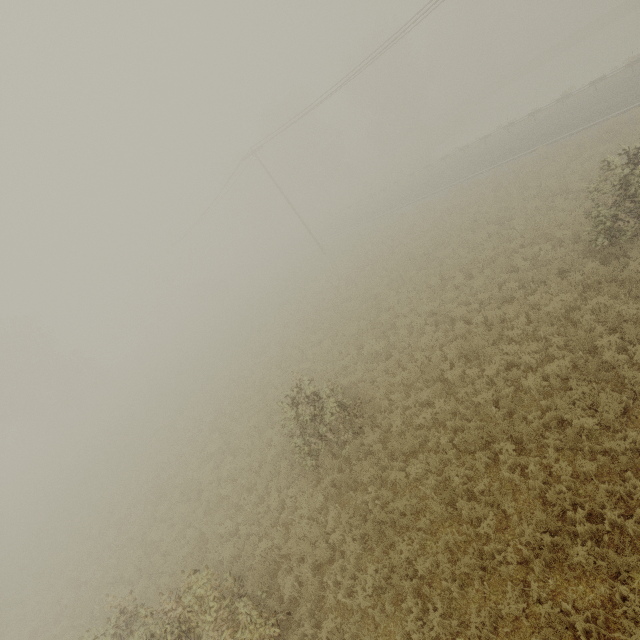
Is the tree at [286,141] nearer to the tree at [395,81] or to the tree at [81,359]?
the tree at [395,81]

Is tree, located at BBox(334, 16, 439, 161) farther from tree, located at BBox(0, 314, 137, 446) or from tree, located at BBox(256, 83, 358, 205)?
tree, located at BBox(0, 314, 137, 446)

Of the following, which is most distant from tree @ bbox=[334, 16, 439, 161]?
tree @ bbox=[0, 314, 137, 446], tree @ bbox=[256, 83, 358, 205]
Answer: tree @ bbox=[0, 314, 137, 446]

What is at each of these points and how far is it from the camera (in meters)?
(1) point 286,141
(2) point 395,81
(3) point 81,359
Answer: (1) tree, 50.34
(2) tree, 47.75
(3) tree, 42.03

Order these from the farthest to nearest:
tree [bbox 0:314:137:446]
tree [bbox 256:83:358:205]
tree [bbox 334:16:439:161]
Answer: tree [bbox 256:83:358:205] → tree [bbox 334:16:439:161] → tree [bbox 0:314:137:446]

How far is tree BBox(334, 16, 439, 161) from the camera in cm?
4375

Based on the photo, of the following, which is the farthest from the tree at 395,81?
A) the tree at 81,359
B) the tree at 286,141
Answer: the tree at 81,359
